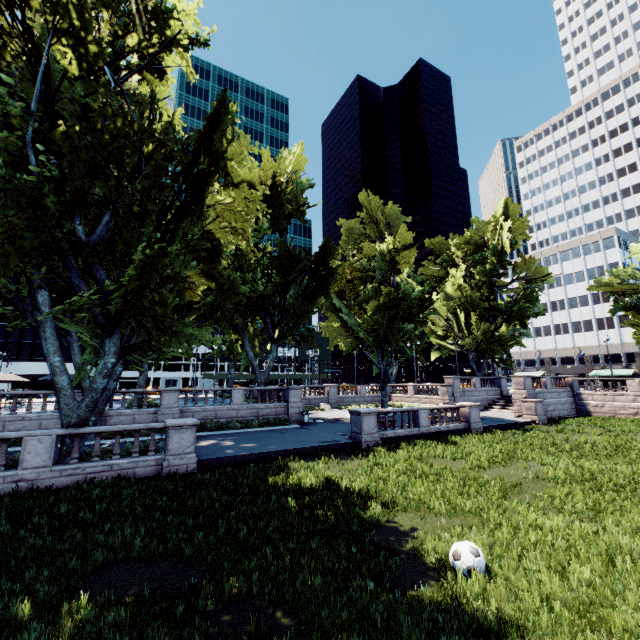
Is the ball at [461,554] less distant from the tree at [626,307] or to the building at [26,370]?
the tree at [626,307]

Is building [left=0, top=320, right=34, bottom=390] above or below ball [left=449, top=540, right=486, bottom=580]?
above

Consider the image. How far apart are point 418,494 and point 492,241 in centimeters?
4512cm

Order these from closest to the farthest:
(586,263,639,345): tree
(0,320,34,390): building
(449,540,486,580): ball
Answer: (449,540,486,580): ball < (586,263,639,345): tree < (0,320,34,390): building

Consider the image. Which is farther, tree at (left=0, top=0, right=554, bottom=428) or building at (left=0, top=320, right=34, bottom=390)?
building at (left=0, top=320, right=34, bottom=390)

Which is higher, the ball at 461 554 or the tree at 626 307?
the tree at 626 307

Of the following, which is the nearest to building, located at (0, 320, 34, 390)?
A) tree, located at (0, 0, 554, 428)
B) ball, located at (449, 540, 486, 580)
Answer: tree, located at (0, 0, 554, 428)

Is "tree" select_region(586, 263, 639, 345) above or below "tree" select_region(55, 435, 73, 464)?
above
